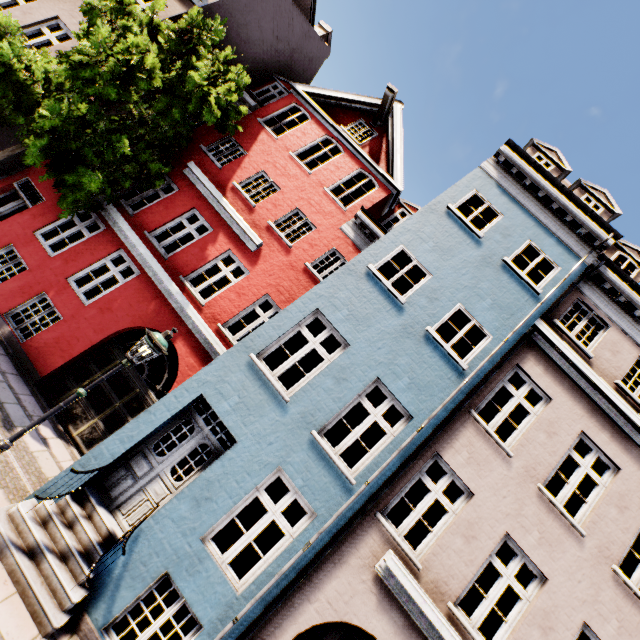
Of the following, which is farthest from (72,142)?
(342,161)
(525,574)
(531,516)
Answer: (525,574)

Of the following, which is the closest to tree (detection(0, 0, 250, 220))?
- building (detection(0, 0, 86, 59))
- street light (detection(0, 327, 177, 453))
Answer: building (detection(0, 0, 86, 59))

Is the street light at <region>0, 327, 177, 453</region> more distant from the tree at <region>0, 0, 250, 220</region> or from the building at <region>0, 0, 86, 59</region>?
the tree at <region>0, 0, 250, 220</region>

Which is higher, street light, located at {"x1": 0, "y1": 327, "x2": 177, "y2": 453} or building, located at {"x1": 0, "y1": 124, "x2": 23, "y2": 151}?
street light, located at {"x1": 0, "y1": 327, "x2": 177, "y2": 453}

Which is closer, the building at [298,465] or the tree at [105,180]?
the building at [298,465]

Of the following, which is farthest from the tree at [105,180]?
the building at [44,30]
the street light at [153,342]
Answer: the street light at [153,342]

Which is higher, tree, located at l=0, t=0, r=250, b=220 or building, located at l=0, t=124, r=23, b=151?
tree, located at l=0, t=0, r=250, b=220

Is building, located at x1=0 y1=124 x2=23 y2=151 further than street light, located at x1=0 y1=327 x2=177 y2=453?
Yes
